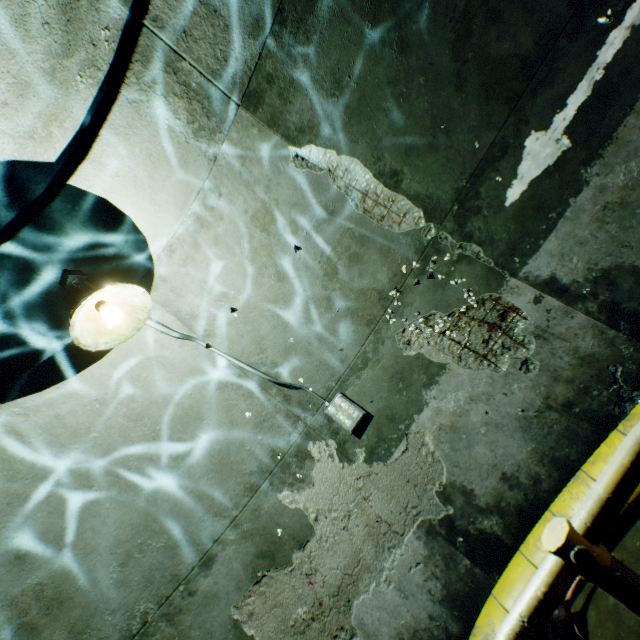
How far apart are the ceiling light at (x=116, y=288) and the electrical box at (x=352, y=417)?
2.23m

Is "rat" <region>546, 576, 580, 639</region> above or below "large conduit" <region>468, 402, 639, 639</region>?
below

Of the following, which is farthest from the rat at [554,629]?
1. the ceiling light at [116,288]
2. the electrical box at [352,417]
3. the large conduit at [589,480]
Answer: the ceiling light at [116,288]

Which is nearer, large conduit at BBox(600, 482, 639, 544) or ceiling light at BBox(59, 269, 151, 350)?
ceiling light at BBox(59, 269, 151, 350)

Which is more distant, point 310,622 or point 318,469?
point 318,469

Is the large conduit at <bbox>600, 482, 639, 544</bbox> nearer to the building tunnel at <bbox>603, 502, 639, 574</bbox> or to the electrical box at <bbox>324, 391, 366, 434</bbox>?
the building tunnel at <bbox>603, 502, 639, 574</bbox>

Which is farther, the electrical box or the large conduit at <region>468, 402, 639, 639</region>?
the electrical box

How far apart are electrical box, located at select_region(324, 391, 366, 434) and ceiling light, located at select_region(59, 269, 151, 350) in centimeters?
223cm
